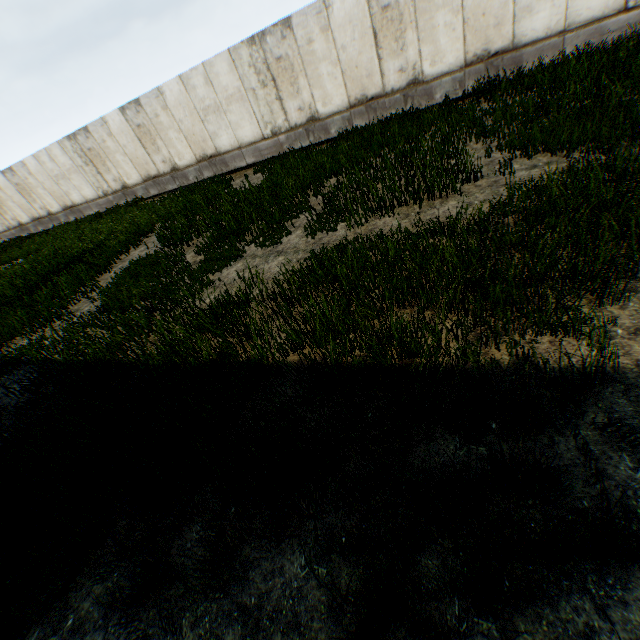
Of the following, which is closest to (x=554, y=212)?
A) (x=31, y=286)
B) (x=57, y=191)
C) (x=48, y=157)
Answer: (x=31, y=286)
